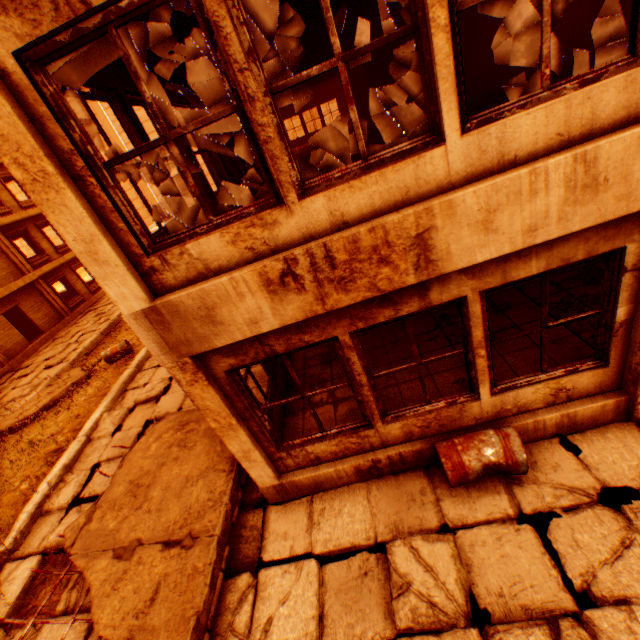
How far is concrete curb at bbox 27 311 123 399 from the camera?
12.7m

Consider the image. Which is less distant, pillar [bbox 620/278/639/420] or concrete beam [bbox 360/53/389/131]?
pillar [bbox 620/278/639/420]

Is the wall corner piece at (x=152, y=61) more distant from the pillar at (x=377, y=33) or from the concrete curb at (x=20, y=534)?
the concrete curb at (x=20, y=534)

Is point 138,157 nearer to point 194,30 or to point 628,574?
point 194,30

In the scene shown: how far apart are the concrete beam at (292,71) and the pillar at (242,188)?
4.6m

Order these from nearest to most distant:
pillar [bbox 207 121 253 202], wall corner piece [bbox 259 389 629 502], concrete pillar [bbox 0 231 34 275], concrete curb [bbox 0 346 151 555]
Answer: wall corner piece [bbox 259 389 629 502] < concrete curb [bbox 0 346 151 555] < pillar [bbox 207 121 253 202] < concrete pillar [bbox 0 231 34 275]

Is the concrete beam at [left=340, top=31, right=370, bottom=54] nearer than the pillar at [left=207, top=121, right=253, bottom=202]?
No

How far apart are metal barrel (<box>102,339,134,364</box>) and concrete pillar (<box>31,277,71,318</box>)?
11.9m
